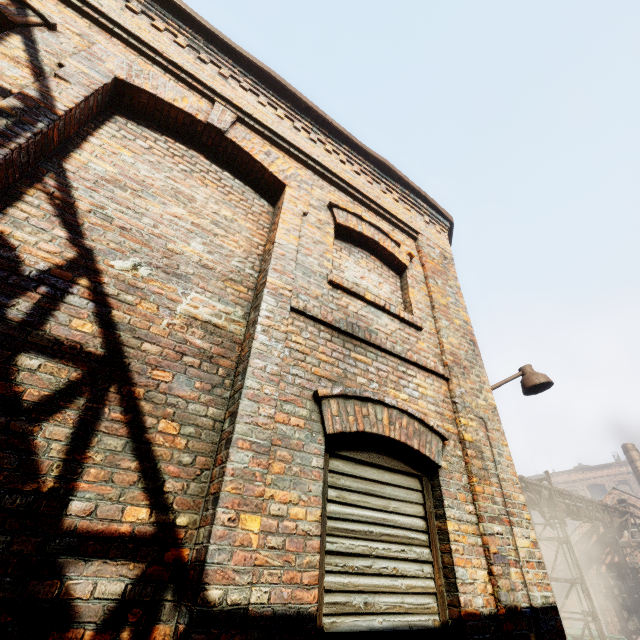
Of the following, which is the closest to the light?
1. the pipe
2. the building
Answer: the pipe

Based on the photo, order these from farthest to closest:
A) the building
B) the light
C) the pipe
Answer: the building < the pipe < the light

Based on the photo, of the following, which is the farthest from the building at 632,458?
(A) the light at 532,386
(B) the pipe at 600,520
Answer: (A) the light at 532,386

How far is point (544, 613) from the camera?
2.70m

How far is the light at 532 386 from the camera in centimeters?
456cm

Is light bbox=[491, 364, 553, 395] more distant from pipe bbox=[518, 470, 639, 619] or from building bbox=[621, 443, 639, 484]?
building bbox=[621, 443, 639, 484]

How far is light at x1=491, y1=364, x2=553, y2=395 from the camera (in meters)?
4.56
